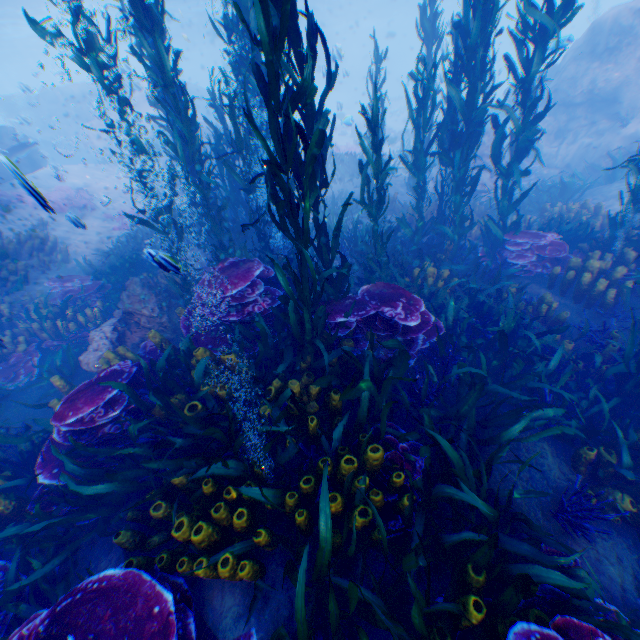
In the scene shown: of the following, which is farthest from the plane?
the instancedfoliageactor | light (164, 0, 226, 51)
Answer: light (164, 0, 226, 51)

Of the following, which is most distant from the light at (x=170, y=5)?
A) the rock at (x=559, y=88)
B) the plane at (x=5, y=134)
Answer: the plane at (x=5, y=134)

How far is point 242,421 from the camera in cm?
361

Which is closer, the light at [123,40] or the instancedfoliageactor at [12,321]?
the instancedfoliageactor at [12,321]

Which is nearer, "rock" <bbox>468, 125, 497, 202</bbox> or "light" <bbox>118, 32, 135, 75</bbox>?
"rock" <bbox>468, 125, 497, 202</bbox>

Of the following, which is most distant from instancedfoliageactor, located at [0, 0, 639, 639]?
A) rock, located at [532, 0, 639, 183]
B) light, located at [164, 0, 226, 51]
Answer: light, located at [164, 0, 226, 51]

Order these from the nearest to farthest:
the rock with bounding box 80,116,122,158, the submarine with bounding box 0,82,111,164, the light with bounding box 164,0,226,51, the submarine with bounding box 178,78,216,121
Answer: the rock with bounding box 80,116,122,158 < the submarine with bounding box 0,82,111,164 < the submarine with bounding box 178,78,216,121 < the light with bounding box 164,0,226,51
